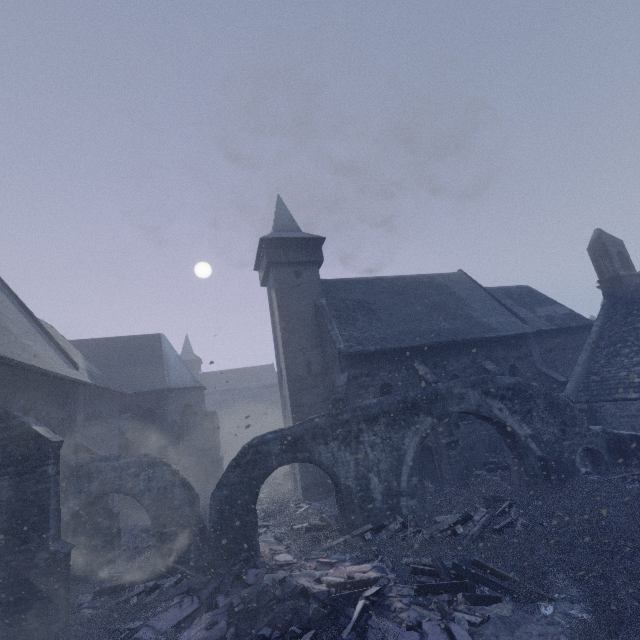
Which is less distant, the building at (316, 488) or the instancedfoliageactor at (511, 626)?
the instancedfoliageactor at (511, 626)

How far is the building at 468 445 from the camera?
15.3m

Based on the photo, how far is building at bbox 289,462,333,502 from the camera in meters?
16.6

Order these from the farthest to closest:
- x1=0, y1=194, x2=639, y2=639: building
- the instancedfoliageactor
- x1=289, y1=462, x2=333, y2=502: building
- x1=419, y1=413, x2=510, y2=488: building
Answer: x1=289, y1=462, x2=333, y2=502: building
x1=419, y1=413, x2=510, y2=488: building
x1=0, y1=194, x2=639, y2=639: building
the instancedfoliageactor

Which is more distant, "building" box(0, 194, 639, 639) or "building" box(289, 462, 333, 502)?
"building" box(289, 462, 333, 502)

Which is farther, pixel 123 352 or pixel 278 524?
pixel 123 352

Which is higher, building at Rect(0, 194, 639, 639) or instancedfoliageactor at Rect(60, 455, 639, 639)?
building at Rect(0, 194, 639, 639)
